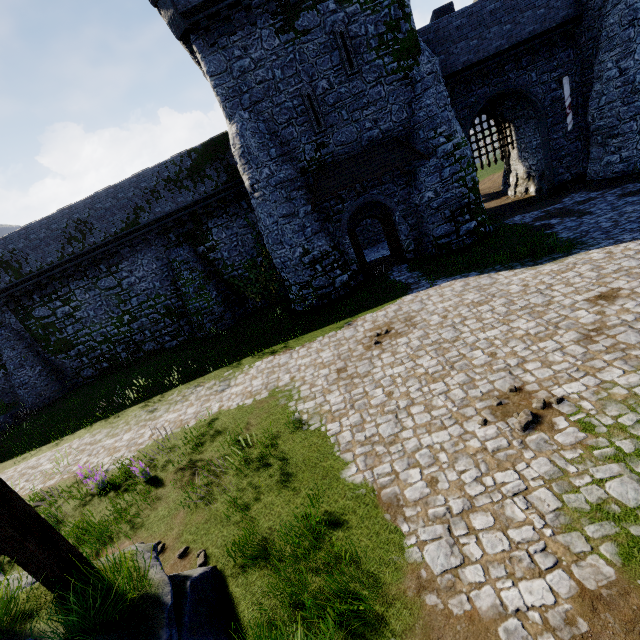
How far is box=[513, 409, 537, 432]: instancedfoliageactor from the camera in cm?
591

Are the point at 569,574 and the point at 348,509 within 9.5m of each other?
yes

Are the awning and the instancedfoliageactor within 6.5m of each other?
no

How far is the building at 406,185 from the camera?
17.1 meters

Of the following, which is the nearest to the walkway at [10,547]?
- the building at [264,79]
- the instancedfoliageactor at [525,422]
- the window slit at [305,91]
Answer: the instancedfoliageactor at [525,422]

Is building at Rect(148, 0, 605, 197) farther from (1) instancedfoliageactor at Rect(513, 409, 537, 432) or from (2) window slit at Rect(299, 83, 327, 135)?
(1) instancedfoliageactor at Rect(513, 409, 537, 432)

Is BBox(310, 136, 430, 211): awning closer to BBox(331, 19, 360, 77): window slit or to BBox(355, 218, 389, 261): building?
BBox(355, 218, 389, 261): building

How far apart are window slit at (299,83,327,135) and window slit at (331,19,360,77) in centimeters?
153cm
